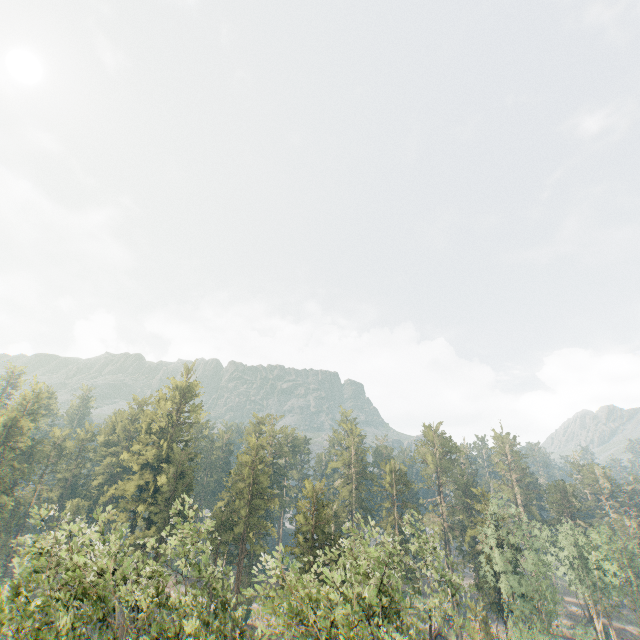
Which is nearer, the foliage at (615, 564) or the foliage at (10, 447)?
the foliage at (615, 564)

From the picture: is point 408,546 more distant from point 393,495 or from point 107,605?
point 107,605

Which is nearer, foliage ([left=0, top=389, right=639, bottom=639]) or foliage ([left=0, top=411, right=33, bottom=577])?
foliage ([left=0, top=389, right=639, bottom=639])
